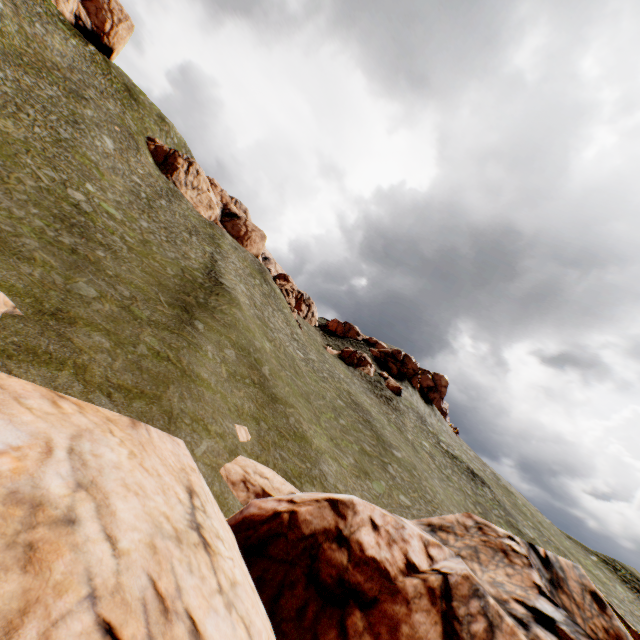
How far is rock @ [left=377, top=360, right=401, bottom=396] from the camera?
50.4 meters

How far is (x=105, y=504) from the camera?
3.0 meters

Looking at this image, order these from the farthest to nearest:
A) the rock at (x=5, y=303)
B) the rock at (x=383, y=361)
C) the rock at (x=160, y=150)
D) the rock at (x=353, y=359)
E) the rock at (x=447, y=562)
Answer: the rock at (x=353, y=359)
the rock at (x=160, y=150)
the rock at (x=383, y=361)
the rock at (x=5, y=303)
the rock at (x=447, y=562)

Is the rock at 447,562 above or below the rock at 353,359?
below

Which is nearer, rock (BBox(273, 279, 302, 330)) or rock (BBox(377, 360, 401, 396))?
rock (BBox(377, 360, 401, 396))

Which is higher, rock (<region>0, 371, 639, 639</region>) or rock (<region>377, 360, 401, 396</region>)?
rock (<region>377, 360, 401, 396</region>)

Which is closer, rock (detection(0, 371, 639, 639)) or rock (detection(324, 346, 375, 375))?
rock (detection(0, 371, 639, 639))
